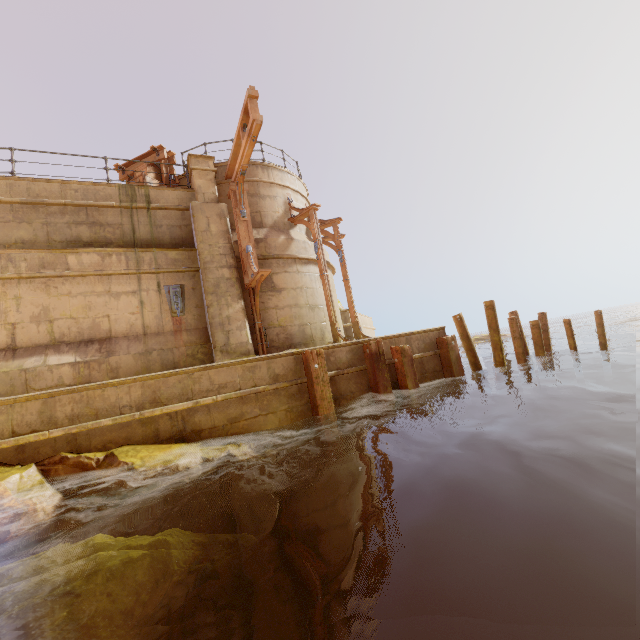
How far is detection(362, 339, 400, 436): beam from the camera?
7.9 meters

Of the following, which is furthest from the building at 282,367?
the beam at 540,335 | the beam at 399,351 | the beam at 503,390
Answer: the beam at 540,335

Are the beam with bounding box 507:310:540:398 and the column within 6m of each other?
no

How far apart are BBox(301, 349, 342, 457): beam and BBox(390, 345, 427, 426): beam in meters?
2.2 m

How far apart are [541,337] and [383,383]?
5.0 meters

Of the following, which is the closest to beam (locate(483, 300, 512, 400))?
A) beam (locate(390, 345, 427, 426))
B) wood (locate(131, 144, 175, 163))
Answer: beam (locate(390, 345, 427, 426))

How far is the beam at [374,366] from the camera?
7.9m

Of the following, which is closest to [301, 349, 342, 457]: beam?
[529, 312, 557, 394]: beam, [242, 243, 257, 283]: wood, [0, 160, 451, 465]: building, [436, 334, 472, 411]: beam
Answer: [0, 160, 451, 465]: building
